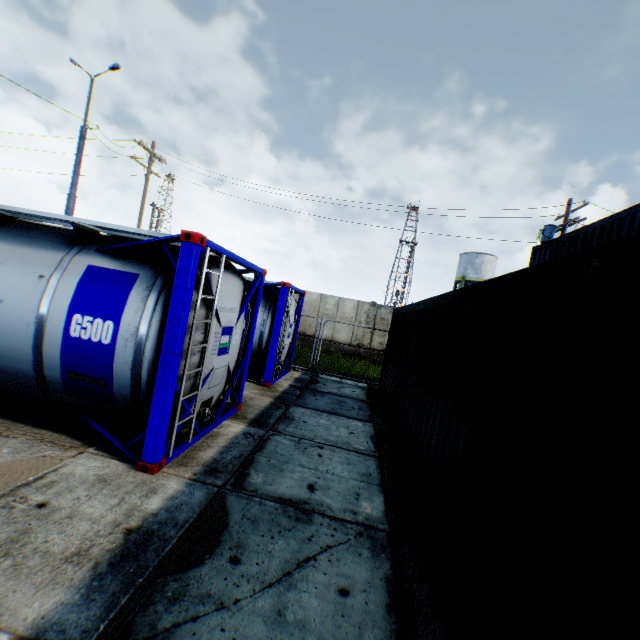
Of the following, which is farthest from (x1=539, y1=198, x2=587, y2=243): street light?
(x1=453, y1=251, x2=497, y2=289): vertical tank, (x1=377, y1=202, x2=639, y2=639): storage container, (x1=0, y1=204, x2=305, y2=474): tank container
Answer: (x1=453, y1=251, x2=497, y2=289): vertical tank

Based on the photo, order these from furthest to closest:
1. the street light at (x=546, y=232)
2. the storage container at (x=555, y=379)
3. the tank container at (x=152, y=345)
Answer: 1. the street light at (x=546, y=232)
2. the tank container at (x=152, y=345)
3. the storage container at (x=555, y=379)

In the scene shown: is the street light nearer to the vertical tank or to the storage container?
the storage container

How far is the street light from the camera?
14.02m

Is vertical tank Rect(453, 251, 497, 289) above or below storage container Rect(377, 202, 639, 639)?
above

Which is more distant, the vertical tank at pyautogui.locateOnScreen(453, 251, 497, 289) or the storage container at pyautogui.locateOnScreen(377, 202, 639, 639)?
the vertical tank at pyautogui.locateOnScreen(453, 251, 497, 289)

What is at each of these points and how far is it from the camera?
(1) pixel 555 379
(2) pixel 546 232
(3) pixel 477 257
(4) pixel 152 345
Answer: (1) storage container, 1.9 meters
(2) street light, 15.3 meters
(3) vertical tank, 36.2 meters
(4) tank container, 4.0 meters

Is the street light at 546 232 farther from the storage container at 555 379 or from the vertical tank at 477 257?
the vertical tank at 477 257
